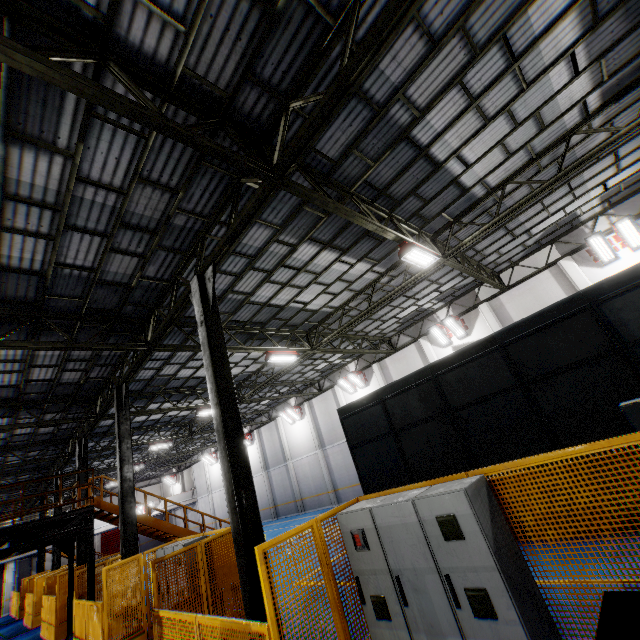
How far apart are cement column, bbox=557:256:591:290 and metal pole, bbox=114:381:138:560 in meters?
19.7

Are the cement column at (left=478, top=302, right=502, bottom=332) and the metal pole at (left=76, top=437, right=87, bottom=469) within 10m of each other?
no

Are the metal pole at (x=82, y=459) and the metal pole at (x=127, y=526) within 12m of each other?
yes

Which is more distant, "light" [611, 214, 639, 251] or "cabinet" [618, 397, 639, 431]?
"light" [611, 214, 639, 251]

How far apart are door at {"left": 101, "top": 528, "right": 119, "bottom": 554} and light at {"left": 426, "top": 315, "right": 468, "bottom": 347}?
49.77m

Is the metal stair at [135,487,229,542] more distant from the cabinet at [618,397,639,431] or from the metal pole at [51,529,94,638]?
the cabinet at [618,397,639,431]

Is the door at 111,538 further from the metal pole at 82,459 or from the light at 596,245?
the light at 596,245

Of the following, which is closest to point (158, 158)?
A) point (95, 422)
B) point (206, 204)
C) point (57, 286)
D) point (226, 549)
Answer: point (206, 204)
